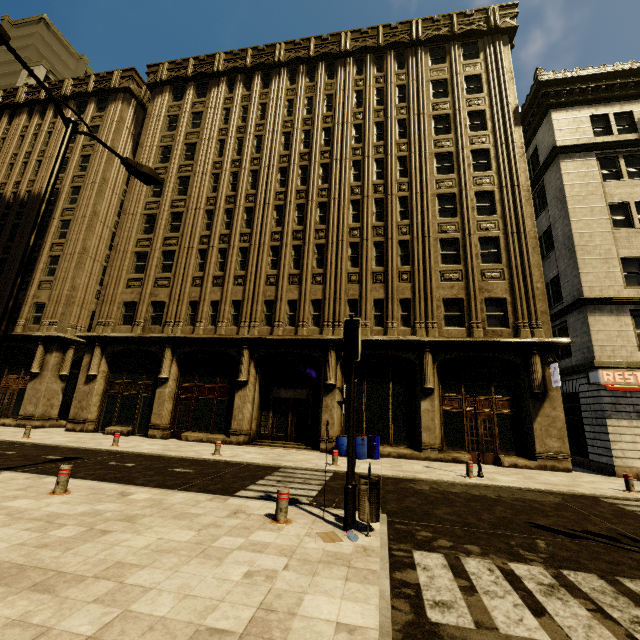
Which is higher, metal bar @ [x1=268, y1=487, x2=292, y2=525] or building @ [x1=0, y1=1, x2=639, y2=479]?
building @ [x1=0, y1=1, x2=639, y2=479]

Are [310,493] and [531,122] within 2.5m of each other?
no

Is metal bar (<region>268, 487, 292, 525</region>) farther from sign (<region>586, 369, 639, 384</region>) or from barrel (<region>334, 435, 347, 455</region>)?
sign (<region>586, 369, 639, 384</region>)

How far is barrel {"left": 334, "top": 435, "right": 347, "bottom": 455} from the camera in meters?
15.2

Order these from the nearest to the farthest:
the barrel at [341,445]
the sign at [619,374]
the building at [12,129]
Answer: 1. the sign at [619,374]
2. the barrel at [341,445]
3. the building at [12,129]

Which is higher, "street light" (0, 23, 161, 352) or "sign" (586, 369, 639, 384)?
"street light" (0, 23, 161, 352)

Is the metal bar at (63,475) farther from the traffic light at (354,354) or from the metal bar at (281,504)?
the traffic light at (354,354)

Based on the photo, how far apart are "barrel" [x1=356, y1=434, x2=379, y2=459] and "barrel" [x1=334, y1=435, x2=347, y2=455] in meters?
0.4
